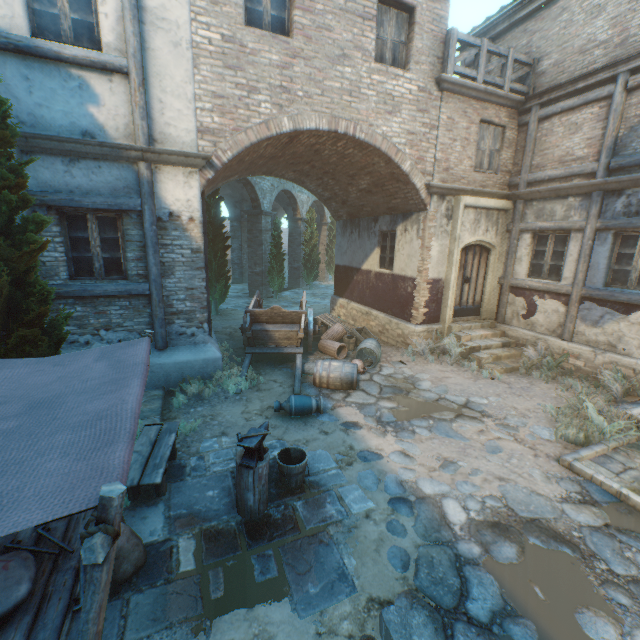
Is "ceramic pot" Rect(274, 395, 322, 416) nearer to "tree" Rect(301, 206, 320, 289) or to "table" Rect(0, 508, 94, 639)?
"table" Rect(0, 508, 94, 639)

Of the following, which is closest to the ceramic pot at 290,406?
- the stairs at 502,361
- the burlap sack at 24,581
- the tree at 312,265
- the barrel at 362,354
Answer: the barrel at 362,354

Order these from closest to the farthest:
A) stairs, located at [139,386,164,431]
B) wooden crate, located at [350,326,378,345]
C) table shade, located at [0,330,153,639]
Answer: table shade, located at [0,330,153,639]
stairs, located at [139,386,164,431]
wooden crate, located at [350,326,378,345]

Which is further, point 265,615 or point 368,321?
point 368,321

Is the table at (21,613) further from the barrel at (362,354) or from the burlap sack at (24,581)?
the barrel at (362,354)

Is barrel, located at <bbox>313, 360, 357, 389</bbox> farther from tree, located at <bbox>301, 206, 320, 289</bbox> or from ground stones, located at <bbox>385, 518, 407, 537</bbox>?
tree, located at <bbox>301, 206, 320, 289</bbox>

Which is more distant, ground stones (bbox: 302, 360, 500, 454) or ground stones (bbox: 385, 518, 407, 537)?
ground stones (bbox: 302, 360, 500, 454)

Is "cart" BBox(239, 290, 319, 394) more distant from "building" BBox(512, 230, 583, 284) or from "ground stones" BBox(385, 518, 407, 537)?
"building" BBox(512, 230, 583, 284)
